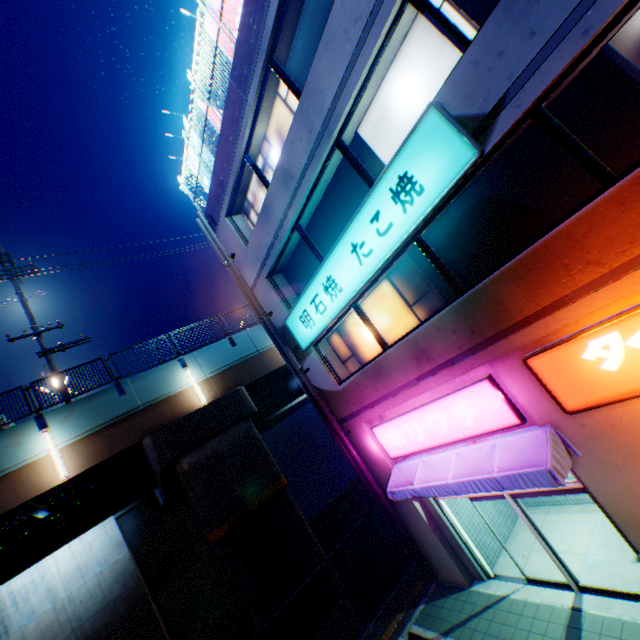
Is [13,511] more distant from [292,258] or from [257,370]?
[292,258]

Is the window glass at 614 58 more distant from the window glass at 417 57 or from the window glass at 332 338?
the window glass at 332 338

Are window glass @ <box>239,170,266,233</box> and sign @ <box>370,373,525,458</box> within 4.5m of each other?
no

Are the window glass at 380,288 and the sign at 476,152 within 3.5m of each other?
yes

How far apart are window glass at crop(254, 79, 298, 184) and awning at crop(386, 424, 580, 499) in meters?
9.0

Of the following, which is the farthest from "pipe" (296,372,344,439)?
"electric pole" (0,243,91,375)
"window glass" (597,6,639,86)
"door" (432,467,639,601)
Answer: "window glass" (597,6,639,86)

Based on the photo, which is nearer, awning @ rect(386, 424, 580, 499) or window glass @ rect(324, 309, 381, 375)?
awning @ rect(386, 424, 580, 499)

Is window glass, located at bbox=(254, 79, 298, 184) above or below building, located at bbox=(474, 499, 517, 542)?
above
